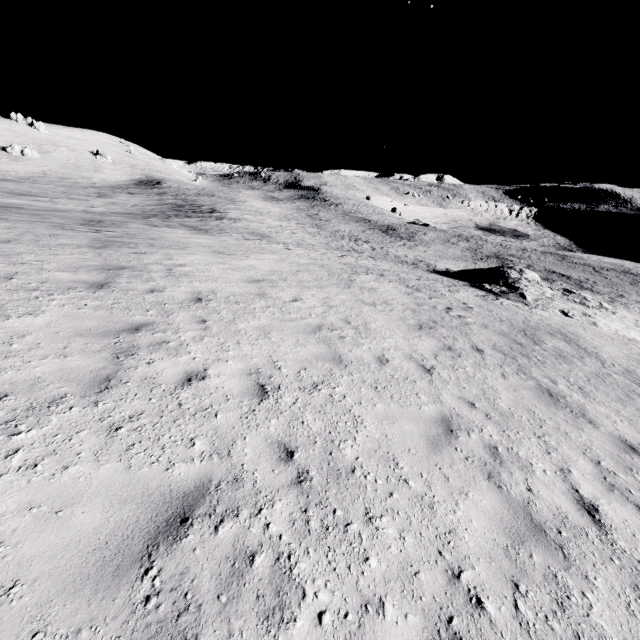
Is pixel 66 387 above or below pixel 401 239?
above
